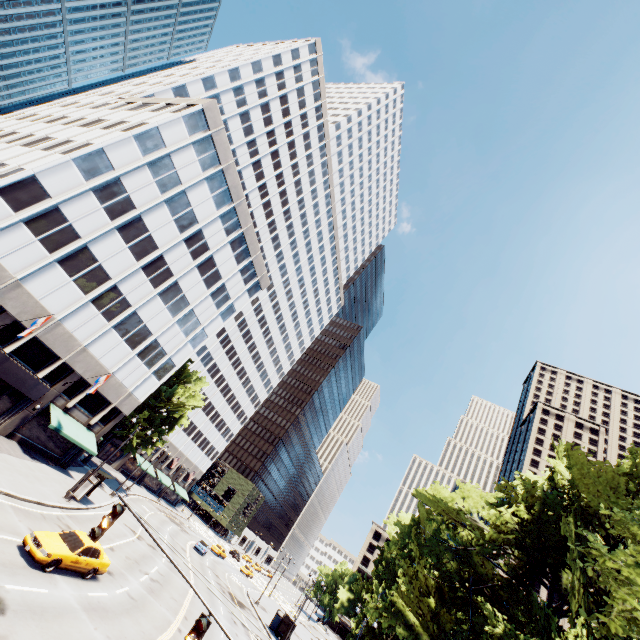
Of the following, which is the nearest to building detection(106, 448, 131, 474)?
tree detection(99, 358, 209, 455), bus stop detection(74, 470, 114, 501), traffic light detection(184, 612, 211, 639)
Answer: tree detection(99, 358, 209, 455)

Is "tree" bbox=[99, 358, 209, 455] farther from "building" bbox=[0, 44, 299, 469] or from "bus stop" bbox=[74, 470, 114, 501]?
"bus stop" bbox=[74, 470, 114, 501]

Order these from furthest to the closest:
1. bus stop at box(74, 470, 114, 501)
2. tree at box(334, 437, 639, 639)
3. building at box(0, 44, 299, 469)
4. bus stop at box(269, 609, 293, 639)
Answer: bus stop at box(269, 609, 293, 639) < bus stop at box(74, 470, 114, 501) < building at box(0, 44, 299, 469) < tree at box(334, 437, 639, 639)

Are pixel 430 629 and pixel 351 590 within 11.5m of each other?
no

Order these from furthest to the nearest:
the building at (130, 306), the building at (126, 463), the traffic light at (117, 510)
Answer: the building at (126, 463), the building at (130, 306), the traffic light at (117, 510)

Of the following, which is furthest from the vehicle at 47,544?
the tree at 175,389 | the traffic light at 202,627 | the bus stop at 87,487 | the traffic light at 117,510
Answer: the tree at 175,389

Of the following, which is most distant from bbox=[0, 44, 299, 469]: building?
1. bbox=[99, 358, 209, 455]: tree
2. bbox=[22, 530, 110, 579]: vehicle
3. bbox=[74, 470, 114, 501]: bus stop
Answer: bbox=[22, 530, 110, 579]: vehicle

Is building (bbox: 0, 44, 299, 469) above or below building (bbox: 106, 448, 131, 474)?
above
